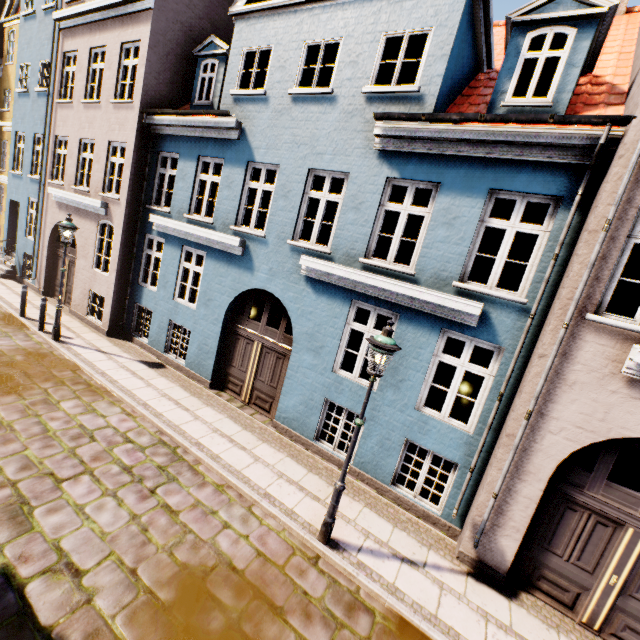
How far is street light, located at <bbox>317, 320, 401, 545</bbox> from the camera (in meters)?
4.62

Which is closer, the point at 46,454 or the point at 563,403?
the point at 563,403

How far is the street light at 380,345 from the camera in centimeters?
462cm
